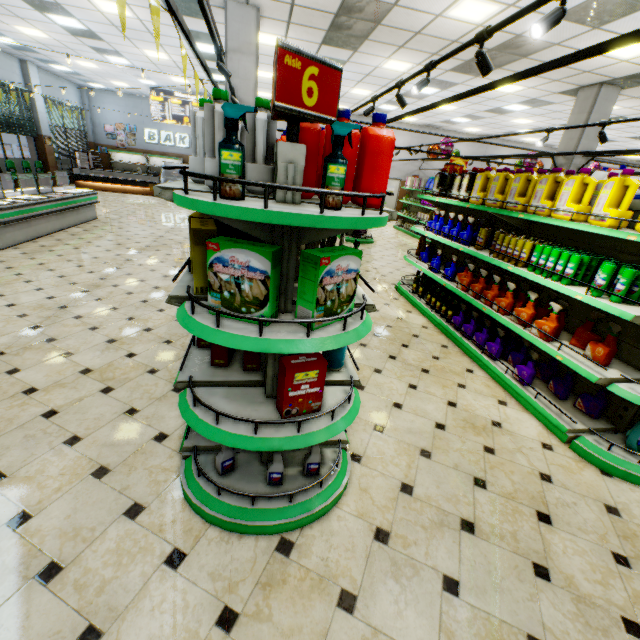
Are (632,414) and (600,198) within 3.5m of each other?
yes

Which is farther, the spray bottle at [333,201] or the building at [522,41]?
the building at [522,41]

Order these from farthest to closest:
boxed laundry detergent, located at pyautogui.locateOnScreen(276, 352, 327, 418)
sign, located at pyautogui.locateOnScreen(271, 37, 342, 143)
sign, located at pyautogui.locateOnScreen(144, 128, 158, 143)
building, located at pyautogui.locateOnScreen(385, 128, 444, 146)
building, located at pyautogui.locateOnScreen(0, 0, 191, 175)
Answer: sign, located at pyautogui.locateOnScreen(144, 128, 158, 143) → building, located at pyautogui.locateOnScreen(385, 128, 444, 146) → building, located at pyautogui.locateOnScreen(0, 0, 191, 175) → boxed laundry detergent, located at pyautogui.locateOnScreen(276, 352, 327, 418) → sign, located at pyautogui.locateOnScreen(271, 37, 342, 143)

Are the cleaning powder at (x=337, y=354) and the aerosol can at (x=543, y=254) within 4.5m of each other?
yes

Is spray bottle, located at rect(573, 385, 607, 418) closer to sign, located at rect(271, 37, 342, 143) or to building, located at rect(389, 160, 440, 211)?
building, located at rect(389, 160, 440, 211)

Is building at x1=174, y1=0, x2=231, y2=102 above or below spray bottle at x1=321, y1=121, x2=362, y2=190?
above

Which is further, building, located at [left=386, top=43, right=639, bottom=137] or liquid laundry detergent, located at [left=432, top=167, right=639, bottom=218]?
building, located at [left=386, top=43, right=639, bottom=137]

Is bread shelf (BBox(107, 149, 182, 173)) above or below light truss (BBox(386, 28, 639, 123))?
below
